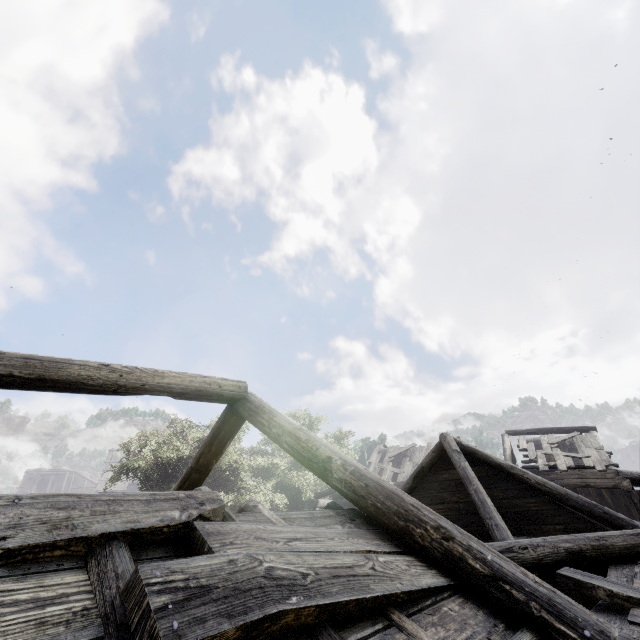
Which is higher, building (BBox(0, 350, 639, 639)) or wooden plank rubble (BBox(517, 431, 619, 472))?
wooden plank rubble (BBox(517, 431, 619, 472))

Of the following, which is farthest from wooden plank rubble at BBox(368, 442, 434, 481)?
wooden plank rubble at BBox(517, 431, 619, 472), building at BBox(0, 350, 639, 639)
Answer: wooden plank rubble at BBox(517, 431, 619, 472)

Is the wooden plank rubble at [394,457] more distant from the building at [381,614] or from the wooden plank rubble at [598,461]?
the wooden plank rubble at [598,461]

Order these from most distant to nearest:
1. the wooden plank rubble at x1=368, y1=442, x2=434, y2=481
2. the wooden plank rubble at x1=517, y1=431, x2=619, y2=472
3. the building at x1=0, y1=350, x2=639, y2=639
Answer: the wooden plank rubble at x1=368, y1=442, x2=434, y2=481 → the wooden plank rubble at x1=517, y1=431, x2=619, y2=472 → the building at x1=0, y1=350, x2=639, y2=639

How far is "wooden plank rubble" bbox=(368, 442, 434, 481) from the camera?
22.1m

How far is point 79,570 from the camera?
1.61m

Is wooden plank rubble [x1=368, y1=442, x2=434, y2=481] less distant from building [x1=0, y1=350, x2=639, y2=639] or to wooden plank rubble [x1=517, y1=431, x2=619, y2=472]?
building [x1=0, y1=350, x2=639, y2=639]
